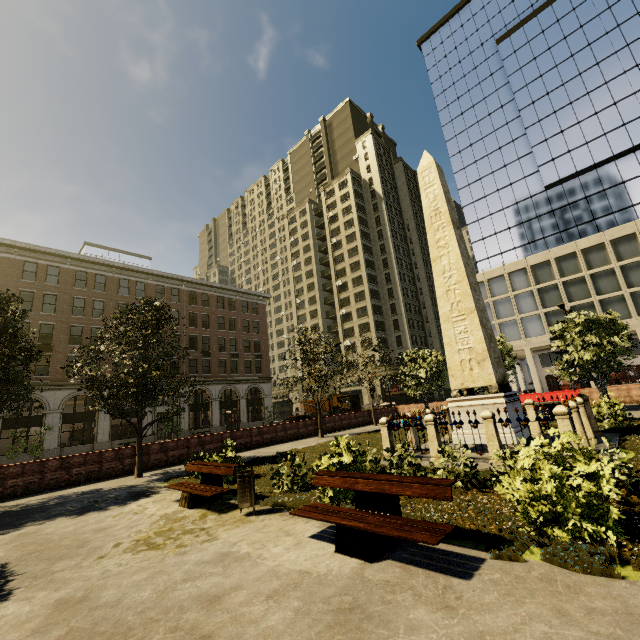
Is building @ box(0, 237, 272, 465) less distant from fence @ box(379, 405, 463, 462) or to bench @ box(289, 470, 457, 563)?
bench @ box(289, 470, 457, 563)

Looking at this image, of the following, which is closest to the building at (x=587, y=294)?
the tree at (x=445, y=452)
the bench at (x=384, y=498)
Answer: the bench at (x=384, y=498)

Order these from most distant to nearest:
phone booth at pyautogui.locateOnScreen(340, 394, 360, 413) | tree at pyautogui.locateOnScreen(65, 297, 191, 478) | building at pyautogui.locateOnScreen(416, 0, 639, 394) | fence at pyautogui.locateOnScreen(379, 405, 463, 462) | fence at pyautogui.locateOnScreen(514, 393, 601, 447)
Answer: building at pyautogui.locateOnScreen(416, 0, 639, 394) → phone booth at pyautogui.locateOnScreen(340, 394, 360, 413) → tree at pyautogui.locateOnScreen(65, 297, 191, 478) → fence at pyautogui.locateOnScreen(379, 405, 463, 462) → fence at pyautogui.locateOnScreen(514, 393, 601, 447)

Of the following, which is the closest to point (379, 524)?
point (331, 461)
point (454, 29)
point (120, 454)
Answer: point (331, 461)

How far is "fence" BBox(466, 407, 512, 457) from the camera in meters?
8.6 m

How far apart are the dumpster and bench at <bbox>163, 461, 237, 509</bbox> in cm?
53

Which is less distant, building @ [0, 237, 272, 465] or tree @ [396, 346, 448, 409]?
tree @ [396, 346, 448, 409]

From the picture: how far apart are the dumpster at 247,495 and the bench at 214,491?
0.5 meters
